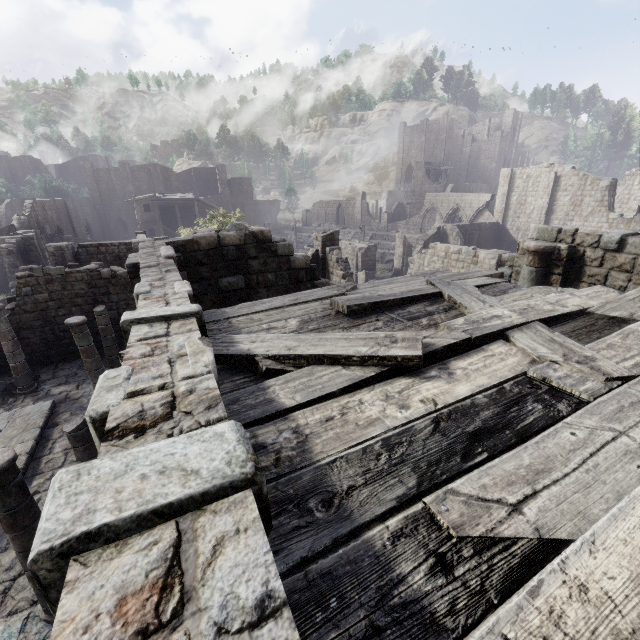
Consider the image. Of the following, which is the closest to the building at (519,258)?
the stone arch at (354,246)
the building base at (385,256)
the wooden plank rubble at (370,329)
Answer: the wooden plank rubble at (370,329)

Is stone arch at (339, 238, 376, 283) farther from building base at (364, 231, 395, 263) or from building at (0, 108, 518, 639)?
building base at (364, 231, 395, 263)

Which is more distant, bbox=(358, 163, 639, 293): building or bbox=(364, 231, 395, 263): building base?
bbox=(364, 231, 395, 263): building base

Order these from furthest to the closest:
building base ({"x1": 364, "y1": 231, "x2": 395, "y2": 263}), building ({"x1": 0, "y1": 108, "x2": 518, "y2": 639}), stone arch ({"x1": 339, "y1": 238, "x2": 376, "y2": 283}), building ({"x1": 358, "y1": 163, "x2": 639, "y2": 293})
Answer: building base ({"x1": 364, "y1": 231, "x2": 395, "y2": 263}) < stone arch ({"x1": 339, "y1": 238, "x2": 376, "y2": 283}) < building ({"x1": 358, "y1": 163, "x2": 639, "y2": 293}) < building ({"x1": 0, "y1": 108, "x2": 518, "y2": 639})

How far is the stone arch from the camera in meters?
33.7 m

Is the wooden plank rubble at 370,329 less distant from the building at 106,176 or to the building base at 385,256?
the building at 106,176

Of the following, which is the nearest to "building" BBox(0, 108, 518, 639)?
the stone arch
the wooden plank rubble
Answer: the wooden plank rubble

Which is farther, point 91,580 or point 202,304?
point 202,304
